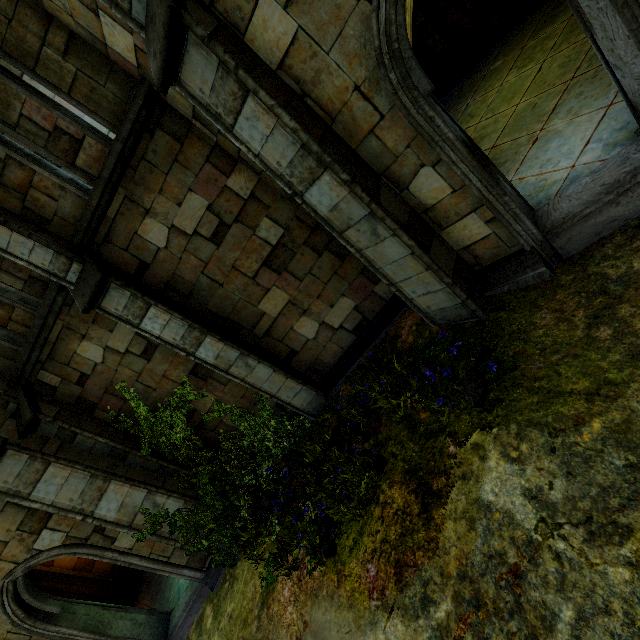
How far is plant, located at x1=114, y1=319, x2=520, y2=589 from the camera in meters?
4.9 m

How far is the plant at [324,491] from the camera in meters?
4.9 m

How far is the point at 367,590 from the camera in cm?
426
